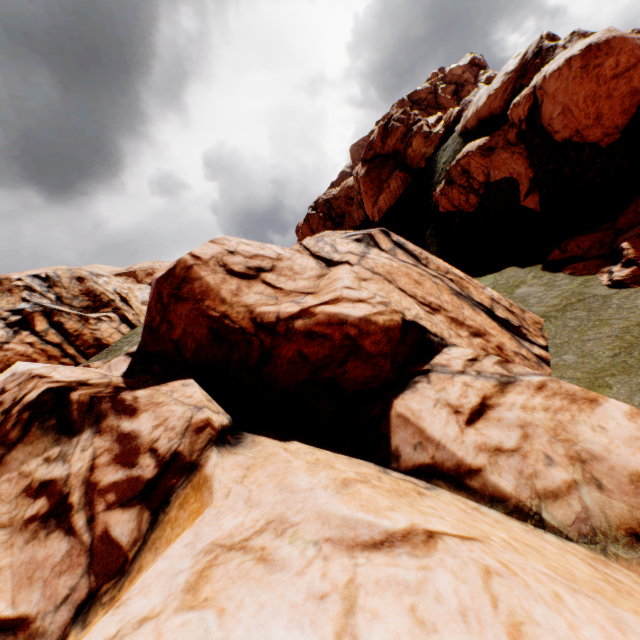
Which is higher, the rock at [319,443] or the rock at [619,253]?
the rock at [319,443]

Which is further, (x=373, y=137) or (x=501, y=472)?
(x=373, y=137)

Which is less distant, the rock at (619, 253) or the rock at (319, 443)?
the rock at (319, 443)

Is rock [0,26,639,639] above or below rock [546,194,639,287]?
above

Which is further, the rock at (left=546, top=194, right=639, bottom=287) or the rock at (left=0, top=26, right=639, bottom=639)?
the rock at (left=546, top=194, right=639, bottom=287)
